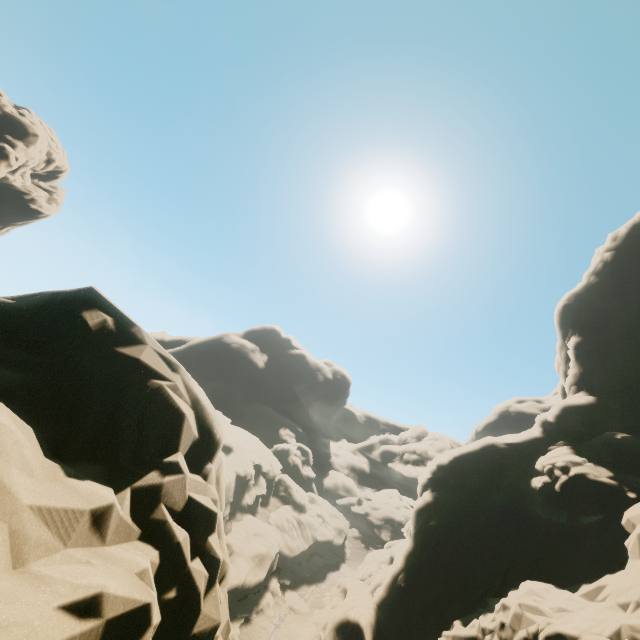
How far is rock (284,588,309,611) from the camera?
30.38m

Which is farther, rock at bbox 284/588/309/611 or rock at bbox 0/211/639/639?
rock at bbox 284/588/309/611

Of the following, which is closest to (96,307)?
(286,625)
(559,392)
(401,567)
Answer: (401,567)

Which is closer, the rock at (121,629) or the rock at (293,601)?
the rock at (121,629)

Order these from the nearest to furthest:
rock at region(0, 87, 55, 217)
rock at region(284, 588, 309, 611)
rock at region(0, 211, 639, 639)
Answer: rock at region(0, 211, 639, 639)
rock at region(284, 588, 309, 611)
rock at region(0, 87, 55, 217)

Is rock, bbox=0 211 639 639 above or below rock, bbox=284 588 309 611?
above
